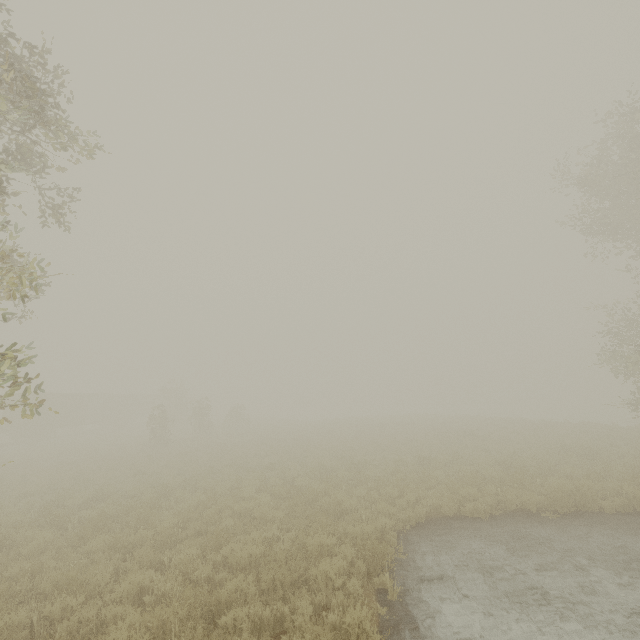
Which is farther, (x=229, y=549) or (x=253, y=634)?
(x=229, y=549)
